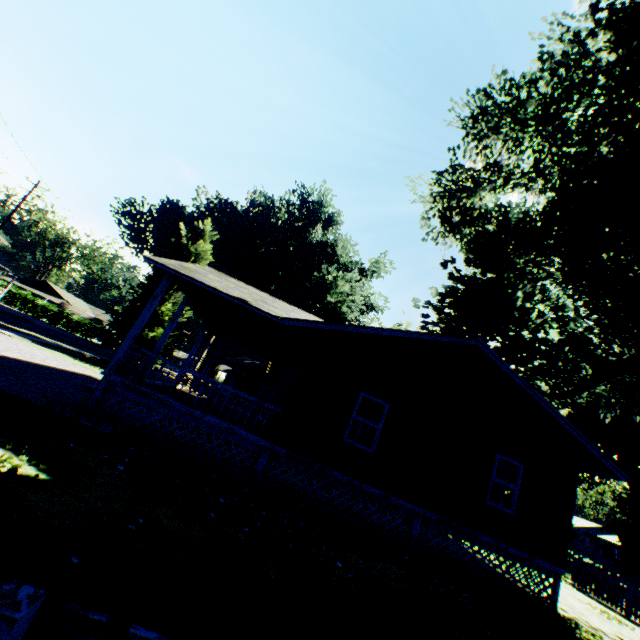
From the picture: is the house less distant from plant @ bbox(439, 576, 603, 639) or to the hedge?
→ plant @ bbox(439, 576, 603, 639)

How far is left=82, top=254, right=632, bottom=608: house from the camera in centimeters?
934cm

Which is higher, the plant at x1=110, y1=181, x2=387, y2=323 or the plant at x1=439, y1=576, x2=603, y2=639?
the plant at x1=110, y1=181, x2=387, y2=323

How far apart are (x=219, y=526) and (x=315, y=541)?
2.3m

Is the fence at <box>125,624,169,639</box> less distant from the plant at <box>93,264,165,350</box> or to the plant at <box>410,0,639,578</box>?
the plant at <box>93,264,165,350</box>

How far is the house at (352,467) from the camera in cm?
934

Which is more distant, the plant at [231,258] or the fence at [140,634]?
the plant at [231,258]

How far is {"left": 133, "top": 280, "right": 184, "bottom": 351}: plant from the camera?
23.5 meters
